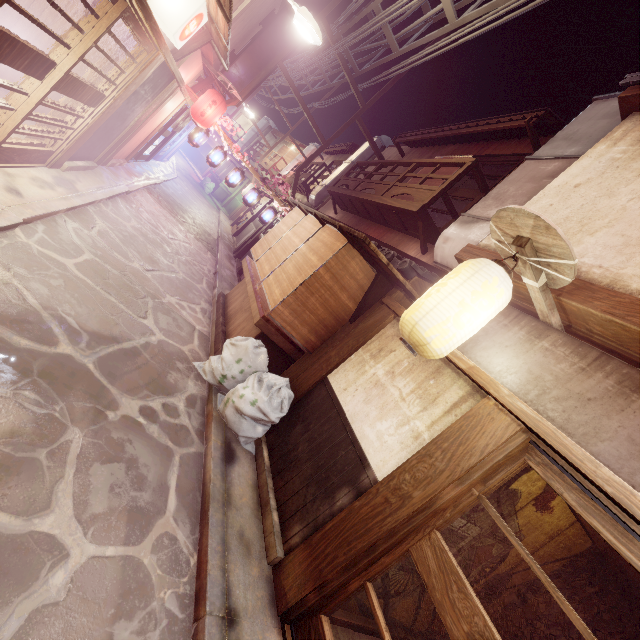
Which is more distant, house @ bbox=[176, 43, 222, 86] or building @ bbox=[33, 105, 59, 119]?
house @ bbox=[176, 43, 222, 86]

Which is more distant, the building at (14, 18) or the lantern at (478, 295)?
the building at (14, 18)

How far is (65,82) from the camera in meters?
7.6 m

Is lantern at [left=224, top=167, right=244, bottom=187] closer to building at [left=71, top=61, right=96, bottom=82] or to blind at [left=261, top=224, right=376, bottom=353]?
building at [left=71, top=61, right=96, bottom=82]

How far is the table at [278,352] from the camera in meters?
9.7

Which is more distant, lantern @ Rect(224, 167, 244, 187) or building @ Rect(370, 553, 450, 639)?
lantern @ Rect(224, 167, 244, 187)

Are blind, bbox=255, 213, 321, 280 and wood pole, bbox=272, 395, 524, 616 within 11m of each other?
yes

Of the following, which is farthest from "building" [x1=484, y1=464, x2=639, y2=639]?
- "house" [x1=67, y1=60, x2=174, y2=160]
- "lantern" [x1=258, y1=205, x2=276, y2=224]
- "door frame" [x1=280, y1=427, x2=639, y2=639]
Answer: "lantern" [x1=258, y1=205, x2=276, y2=224]
